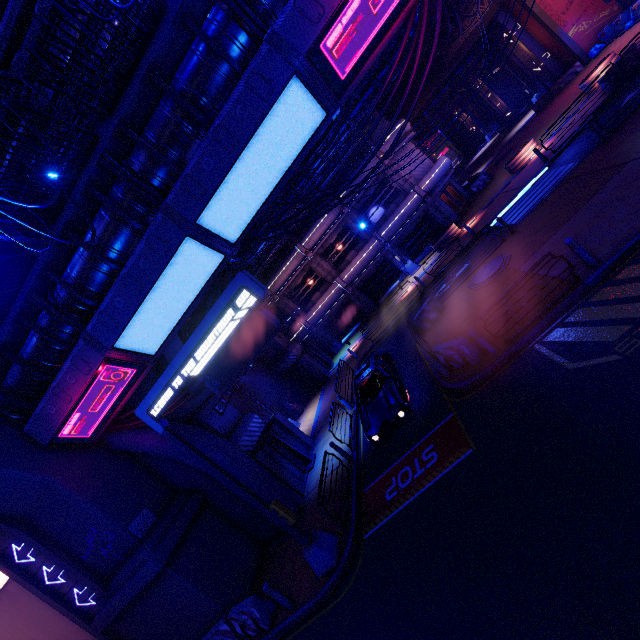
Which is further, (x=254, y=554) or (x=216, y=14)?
(x=254, y=554)

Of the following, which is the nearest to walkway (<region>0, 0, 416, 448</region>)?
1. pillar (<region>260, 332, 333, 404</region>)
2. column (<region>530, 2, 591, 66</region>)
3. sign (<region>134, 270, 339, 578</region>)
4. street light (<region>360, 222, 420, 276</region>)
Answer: sign (<region>134, 270, 339, 578</region>)

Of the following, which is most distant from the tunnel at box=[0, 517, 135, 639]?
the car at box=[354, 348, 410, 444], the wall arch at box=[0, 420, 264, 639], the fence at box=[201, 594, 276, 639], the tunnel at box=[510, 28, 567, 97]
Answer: the tunnel at box=[510, 28, 567, 97]

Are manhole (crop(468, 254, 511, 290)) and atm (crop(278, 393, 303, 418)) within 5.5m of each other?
no

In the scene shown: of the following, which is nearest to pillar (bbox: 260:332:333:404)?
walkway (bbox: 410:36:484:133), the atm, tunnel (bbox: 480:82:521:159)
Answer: the atm

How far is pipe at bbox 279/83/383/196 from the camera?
18.81m

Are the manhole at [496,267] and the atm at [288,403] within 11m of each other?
no

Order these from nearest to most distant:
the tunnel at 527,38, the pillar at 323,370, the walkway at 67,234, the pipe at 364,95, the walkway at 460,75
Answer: the walkway at 67,234
the pipe at 364,95
the pillar at 323,370
the tunnel at 527,38
the walkway at 460,75
